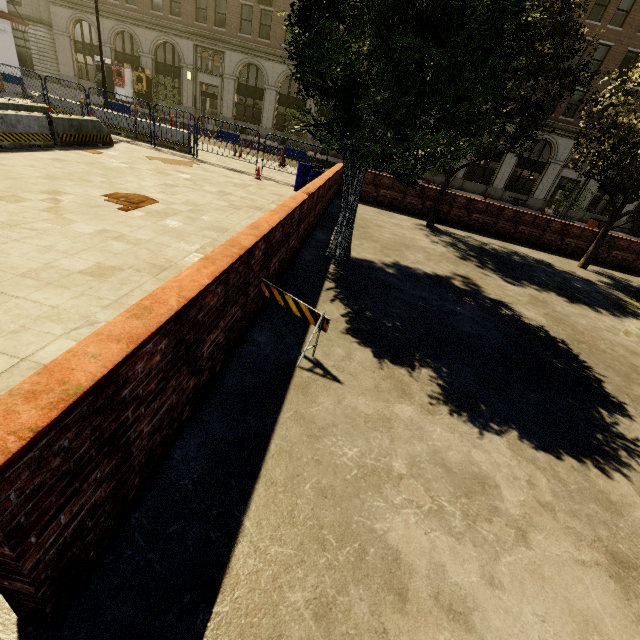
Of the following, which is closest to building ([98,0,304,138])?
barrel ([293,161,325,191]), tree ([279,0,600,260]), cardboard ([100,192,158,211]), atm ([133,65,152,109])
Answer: atm ([133,65,152,109])

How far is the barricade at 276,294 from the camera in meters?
3.6 m

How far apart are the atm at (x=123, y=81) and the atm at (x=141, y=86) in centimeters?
93cm

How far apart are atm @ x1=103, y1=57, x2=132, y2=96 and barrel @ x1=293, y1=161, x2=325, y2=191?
29.3 meters

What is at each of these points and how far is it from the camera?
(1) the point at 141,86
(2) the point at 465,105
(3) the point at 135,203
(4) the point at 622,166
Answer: (1) atm, 29.9m
(2) tree, 4.5m
(3) cardboard, 7.1m
(4) tree, 10.0m

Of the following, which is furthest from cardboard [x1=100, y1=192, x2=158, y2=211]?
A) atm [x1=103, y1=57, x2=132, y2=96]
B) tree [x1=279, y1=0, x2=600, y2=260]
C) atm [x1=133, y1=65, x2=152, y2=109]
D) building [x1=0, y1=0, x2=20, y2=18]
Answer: atm [x1=103, y1=57, x2=132, y2=96]

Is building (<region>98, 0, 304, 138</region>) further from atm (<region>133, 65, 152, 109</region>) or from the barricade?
the barricade

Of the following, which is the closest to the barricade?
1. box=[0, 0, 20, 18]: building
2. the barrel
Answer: the barrel
